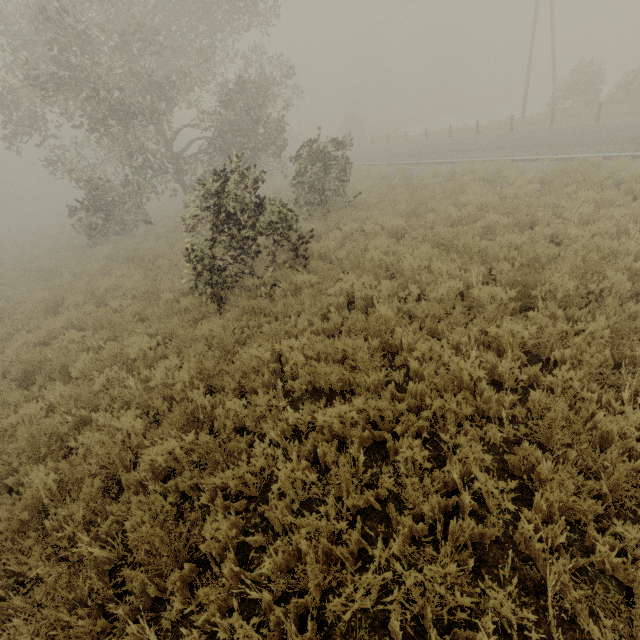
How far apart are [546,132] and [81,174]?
23.3m
